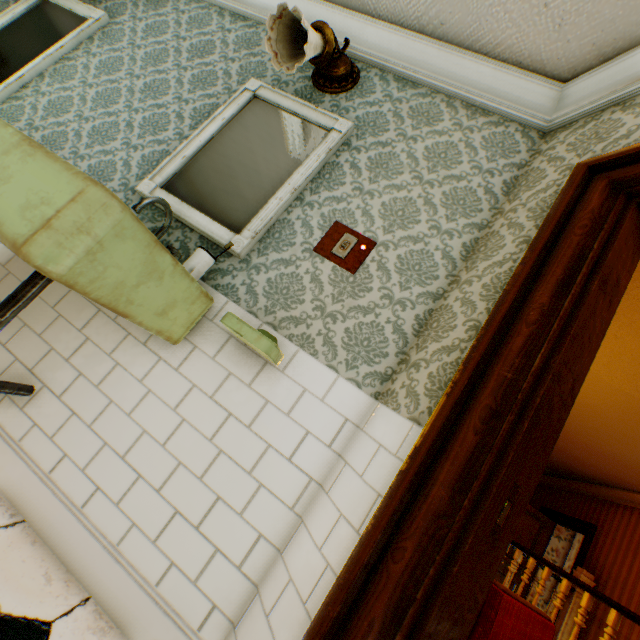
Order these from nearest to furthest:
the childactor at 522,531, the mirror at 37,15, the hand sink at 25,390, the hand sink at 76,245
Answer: the hand sink at 76,245 < the hand sink at 25,390 < the mirror at 37,15 < the childactor at 522,531

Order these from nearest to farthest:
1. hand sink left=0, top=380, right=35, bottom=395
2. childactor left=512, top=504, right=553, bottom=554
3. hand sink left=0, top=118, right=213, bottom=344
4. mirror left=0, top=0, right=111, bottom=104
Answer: hand sink left=0, top=118, right=213, bottom=344
hand sink left=0, top=380, right=35, bottom=395
mirror left=0, top=0, right=111, bottom=104
childactor left=512, top=504, right=553, bottom=554

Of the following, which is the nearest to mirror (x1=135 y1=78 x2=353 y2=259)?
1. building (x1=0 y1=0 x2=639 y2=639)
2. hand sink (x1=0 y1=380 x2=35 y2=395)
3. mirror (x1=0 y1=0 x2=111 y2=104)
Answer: building (x1=0 y1=0 x2=639 y2=639)

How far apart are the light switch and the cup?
0.57m

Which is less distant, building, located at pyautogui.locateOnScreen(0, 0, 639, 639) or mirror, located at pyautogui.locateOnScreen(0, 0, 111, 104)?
building, located at pyautogui.locateOnScreen(0, 0, 639, 639)

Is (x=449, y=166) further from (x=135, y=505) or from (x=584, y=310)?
(x=135, y=505)

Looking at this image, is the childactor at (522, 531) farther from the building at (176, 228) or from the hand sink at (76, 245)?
the hand sink at (76, 245)
